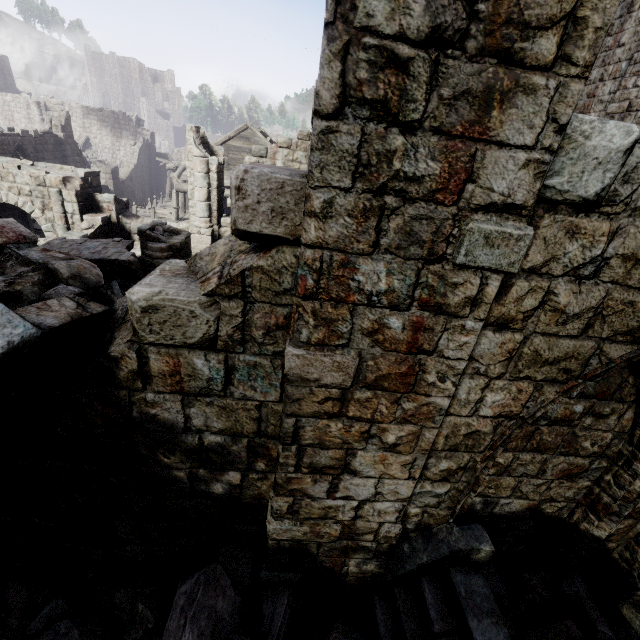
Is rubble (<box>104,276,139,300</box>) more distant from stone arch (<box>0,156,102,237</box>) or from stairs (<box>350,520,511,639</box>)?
stairs (<box>350,520,511,639</box>)

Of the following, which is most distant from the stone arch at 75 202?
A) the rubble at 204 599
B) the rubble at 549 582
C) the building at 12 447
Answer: the rubble at 549 582

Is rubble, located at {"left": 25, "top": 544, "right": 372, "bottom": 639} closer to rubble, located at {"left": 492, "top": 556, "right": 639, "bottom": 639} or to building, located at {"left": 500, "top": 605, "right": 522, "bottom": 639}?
→ building, located at {"left": 500, "top": 605, "right": 522, "bottom": 639}

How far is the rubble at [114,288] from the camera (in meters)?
10.07

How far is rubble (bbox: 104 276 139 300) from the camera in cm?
1007

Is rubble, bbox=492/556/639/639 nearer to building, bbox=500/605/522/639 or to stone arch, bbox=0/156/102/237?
building, bbox=500/605/522/639

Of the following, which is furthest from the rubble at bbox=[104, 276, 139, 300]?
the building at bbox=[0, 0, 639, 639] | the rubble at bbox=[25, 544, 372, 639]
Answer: the rubble at bbox=[25, 544, 372, 639]

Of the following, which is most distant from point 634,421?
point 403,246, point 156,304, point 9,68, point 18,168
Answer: point 9,68
